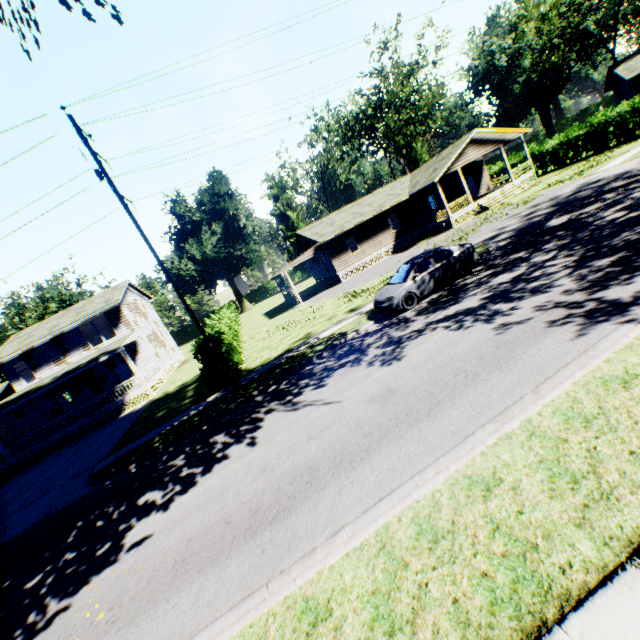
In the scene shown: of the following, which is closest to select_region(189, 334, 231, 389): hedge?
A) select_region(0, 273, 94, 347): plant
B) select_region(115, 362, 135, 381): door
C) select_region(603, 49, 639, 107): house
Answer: select_region(115, 362, 135, 381): door

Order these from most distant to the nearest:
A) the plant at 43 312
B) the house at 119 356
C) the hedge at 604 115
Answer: the plant at 43 312 < the hedge at 604 115 < the house at 119 356

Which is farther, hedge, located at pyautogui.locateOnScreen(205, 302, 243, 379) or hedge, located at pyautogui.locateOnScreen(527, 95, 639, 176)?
hedge, located at pyautogui.locateOnScreen(527, 95, 639, 176)

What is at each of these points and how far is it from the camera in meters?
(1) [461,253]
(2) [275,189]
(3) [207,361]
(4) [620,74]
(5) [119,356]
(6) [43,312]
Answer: (1) car, 13.6
(2) plant, 58.6
(3) hedge, 15.4
(4) house, 33.3
(5) house, 28.2
(6) plant, 52.0

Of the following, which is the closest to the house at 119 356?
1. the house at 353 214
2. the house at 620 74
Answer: the house at 353 214

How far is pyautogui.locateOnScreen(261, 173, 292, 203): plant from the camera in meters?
58.4

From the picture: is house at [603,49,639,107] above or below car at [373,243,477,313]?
above

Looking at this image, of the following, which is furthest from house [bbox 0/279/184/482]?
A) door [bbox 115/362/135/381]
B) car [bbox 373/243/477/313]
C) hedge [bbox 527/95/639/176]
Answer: hedge [bbox 527/95/639/176]
